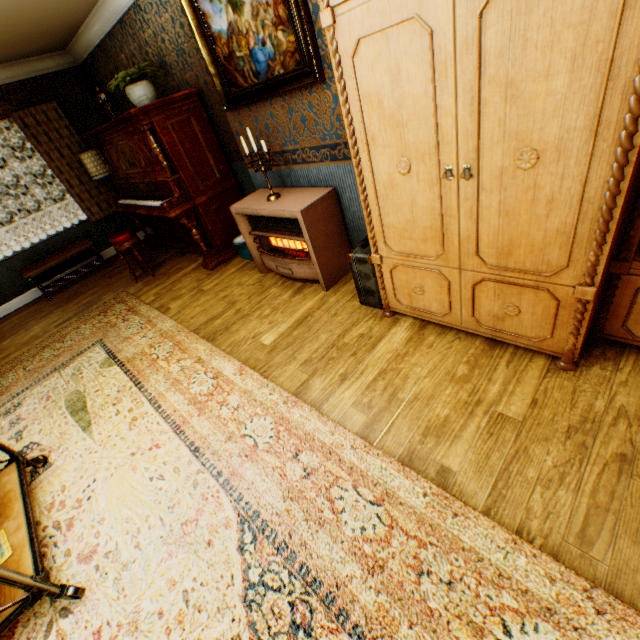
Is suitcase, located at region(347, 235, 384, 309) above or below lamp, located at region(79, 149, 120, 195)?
below

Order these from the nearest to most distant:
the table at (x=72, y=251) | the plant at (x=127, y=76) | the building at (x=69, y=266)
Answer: the plant at (x=127, y=76) → the table at (x=72, y=251) → the building at (x=69, y=266)

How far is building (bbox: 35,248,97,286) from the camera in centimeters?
611cm

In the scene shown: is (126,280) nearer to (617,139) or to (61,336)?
(61,336)

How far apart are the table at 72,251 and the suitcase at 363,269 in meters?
5.5 m

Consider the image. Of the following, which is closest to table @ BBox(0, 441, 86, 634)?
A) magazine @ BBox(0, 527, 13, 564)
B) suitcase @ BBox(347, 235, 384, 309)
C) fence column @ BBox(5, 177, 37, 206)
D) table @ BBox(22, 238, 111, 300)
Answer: magazine @ BBox(0, 527, 13, 564)

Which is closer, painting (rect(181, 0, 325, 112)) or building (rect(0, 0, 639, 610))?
building (rect(0, 0, 639, 610))

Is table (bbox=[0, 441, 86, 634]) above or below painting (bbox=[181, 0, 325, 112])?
below
